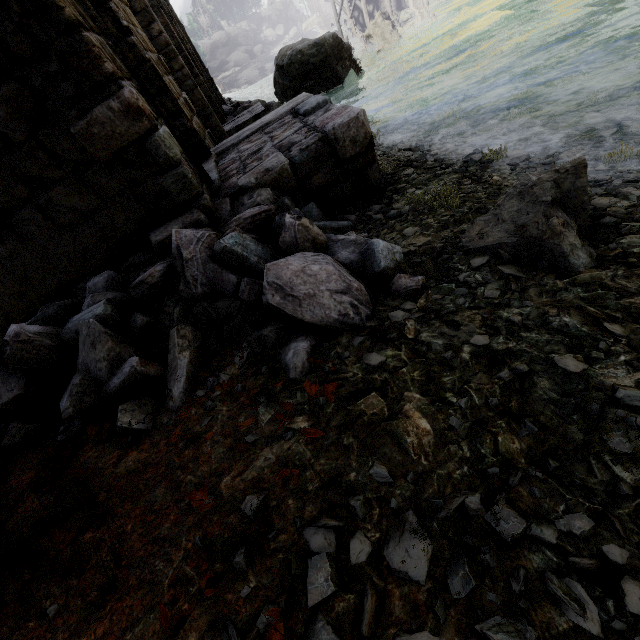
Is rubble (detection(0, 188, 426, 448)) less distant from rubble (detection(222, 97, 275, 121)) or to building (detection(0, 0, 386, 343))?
building (detection(0, 0, 386, 343))

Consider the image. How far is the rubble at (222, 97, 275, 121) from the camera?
20.3m

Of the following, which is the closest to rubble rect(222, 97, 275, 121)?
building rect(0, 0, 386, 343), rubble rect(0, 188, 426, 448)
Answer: building rect(0, 0, 386, 343)

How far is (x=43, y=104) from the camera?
3.1 meters

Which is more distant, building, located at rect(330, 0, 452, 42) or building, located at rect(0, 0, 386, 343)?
building, located at rect(330, 0, 452, 42)

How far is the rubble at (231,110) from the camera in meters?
20.3 m

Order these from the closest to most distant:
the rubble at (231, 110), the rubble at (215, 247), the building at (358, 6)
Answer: the rubble at (215, 247) < the rubble at (231, 110) < the building at (358, 6)
